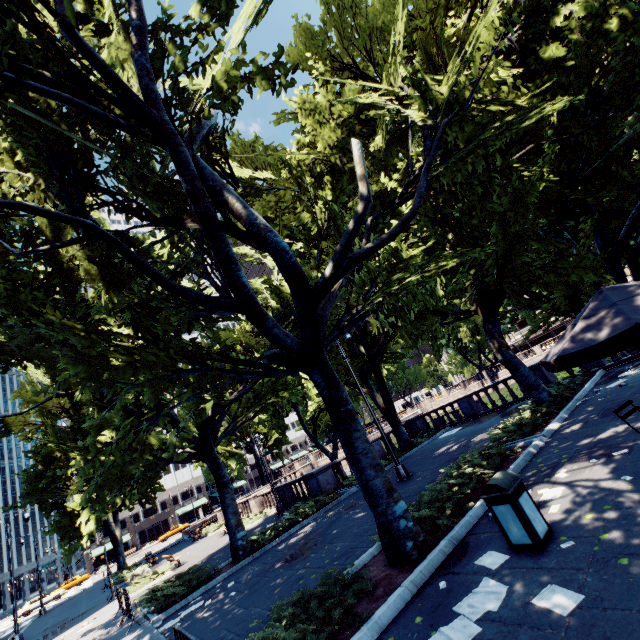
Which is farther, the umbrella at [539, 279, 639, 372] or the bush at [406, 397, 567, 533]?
the bush at [406, 397, 567, 533]

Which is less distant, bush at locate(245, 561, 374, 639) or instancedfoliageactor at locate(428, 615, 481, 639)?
instancedfoliageactor at locate(428, 615, 481, 639)

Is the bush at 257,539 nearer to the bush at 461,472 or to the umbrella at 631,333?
the bush at 461,472

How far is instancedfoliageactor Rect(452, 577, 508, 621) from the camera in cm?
421

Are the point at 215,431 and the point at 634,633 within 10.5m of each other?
no

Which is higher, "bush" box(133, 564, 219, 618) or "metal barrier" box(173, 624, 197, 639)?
"metal barrier" box(173, 624, 197, 639)

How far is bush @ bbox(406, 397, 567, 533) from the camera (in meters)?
7.18

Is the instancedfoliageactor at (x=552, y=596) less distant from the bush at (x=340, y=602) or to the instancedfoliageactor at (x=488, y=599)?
the instancedfoliageactor at (x=488, y=599)
